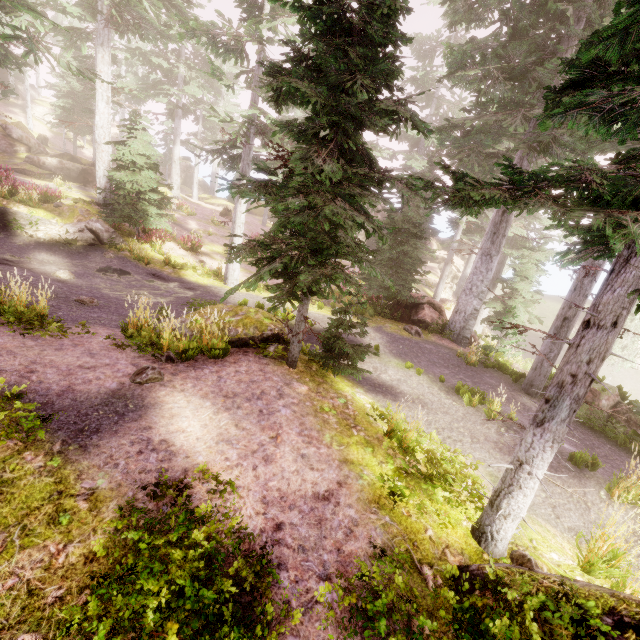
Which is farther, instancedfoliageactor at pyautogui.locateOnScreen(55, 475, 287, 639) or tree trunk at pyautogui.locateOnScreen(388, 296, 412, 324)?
tree trunk at pyautogui.locateOnScreen(388, 296, 412, 324)

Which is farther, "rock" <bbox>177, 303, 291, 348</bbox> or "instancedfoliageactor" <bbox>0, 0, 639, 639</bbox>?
"rock" <bbox>177, 303, 291, 348</bbox>

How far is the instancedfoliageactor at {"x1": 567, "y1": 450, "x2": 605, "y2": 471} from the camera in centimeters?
692cm

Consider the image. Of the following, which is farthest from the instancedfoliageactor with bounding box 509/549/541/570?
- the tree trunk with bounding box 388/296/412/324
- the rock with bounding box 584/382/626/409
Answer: the tree trunk with bounding box 388/296/412/324

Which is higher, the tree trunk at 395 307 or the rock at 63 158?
the rock at 63 158

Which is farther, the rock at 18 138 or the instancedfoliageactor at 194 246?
the rock at 18 138

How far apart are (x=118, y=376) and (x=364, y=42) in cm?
765
